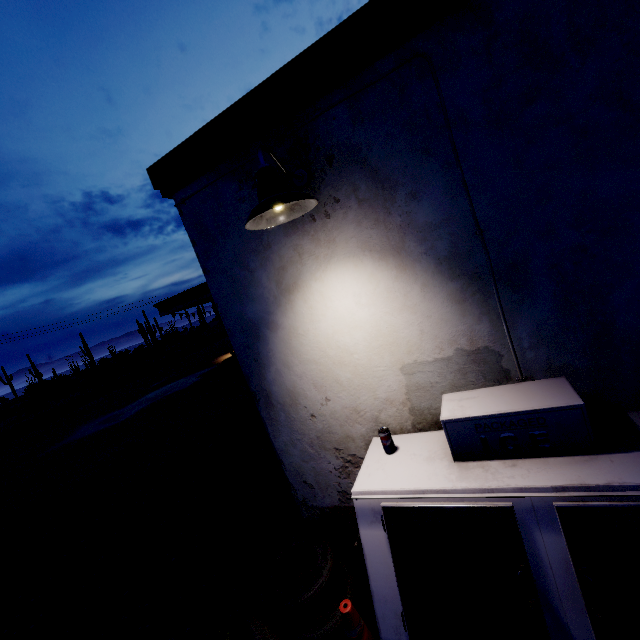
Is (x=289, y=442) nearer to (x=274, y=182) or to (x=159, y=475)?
(x=274, y=182)

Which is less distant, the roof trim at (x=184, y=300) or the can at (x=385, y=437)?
the can at (x=385, y=437)

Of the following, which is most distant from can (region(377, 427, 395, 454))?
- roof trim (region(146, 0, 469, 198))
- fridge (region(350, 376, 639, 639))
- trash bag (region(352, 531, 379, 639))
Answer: roof trim (region(146, 0, 469, 198))

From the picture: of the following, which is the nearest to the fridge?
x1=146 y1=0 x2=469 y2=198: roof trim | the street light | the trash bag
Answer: the trash bag

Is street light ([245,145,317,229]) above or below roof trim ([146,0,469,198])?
below

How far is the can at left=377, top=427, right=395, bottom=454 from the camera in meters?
2.3 m

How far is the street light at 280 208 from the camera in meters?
1.7 m

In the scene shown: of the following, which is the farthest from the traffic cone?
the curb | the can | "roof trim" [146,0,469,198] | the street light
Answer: "roof trim" [146,0,469,198]
